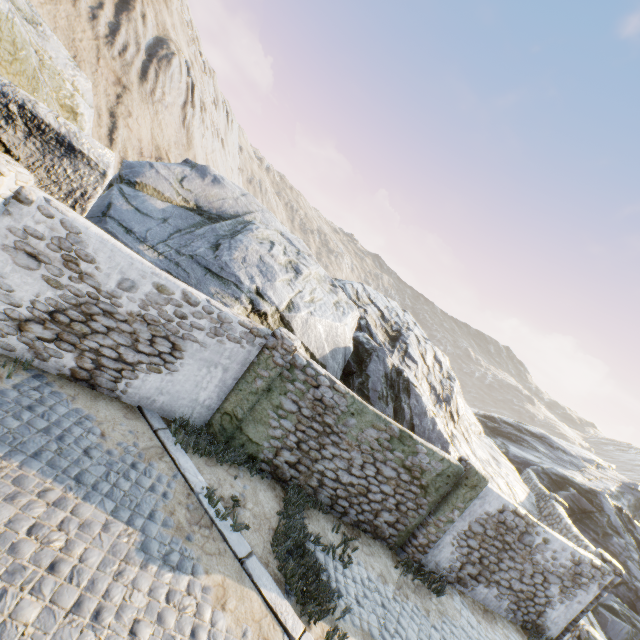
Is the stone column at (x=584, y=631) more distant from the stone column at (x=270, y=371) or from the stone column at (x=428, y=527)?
the stone column at (x=270, y=371)

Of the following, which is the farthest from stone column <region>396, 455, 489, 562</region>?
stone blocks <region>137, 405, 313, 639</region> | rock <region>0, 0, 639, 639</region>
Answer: stone blocks <region>137, 405, 313, 639</region>

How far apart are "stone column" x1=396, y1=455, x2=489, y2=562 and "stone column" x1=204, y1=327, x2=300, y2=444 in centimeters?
545cm

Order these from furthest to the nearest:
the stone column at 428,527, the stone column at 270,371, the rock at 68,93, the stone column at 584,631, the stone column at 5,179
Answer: the stone column at 584,631
the stone column at 428,527
the stone column at 270,371
the rock at 68,93
the stone column at 5,179

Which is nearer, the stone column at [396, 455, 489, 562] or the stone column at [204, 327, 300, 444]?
the stone column at [204, 327, 300, 444]

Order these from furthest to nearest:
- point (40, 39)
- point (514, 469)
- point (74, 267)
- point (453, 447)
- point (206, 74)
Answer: point (206, 74) → point (514, 469) → point (453, 447) → point (40, 39) → point (74, 267)

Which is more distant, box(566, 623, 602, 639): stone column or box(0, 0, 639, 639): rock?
box(566, 623, 602, 639): stone column

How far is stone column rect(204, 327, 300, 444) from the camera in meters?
7.5 m
